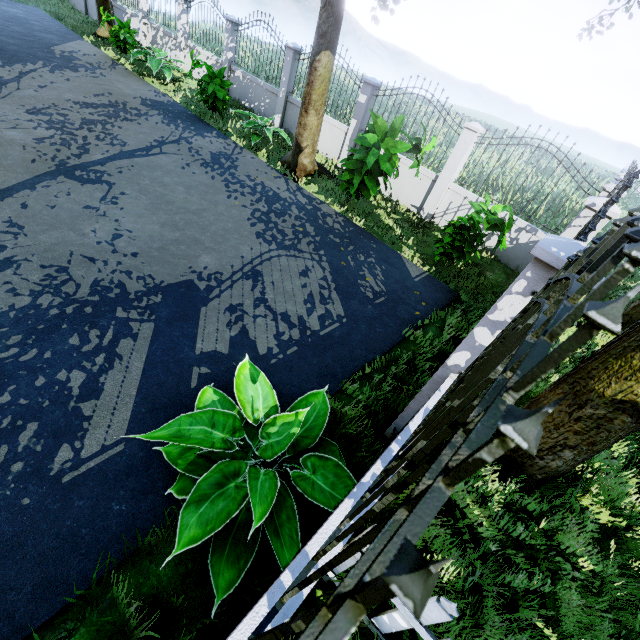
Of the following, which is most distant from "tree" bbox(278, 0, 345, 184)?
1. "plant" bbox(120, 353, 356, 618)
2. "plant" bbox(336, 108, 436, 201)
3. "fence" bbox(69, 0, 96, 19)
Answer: "plant" bbox(336, 108, 436, 201)

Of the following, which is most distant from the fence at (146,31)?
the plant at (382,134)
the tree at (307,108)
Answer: the plant at (382,134)

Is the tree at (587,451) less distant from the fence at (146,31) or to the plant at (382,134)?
the fence at (146,31)

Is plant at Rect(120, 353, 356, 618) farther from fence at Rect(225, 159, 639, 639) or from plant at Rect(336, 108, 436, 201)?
plant at Rect(336, 108, 436, 201)

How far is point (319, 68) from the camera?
7.6 meters

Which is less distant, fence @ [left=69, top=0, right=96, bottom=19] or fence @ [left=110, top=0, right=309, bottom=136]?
fence @ [left=110, top=0, right=309, bottom=136]

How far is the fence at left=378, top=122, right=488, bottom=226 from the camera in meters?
8.0 m

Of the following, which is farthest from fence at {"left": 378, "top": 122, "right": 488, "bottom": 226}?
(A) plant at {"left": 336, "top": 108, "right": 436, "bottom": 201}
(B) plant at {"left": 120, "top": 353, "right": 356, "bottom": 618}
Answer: (A) plant at {"left": 336, "top": 108, "right": 436, "bottom": 201}
